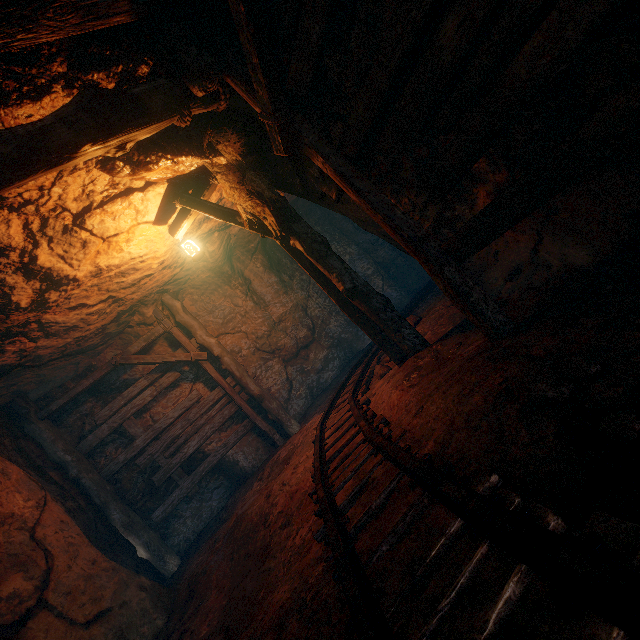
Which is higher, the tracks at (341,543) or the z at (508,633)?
the tracks at (341,543)

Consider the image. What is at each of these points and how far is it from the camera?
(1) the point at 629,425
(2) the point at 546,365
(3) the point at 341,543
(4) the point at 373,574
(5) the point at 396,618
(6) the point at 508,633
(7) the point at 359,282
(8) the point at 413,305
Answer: (1) instancedfoliageactor, 1.34m
(2) instancedfoliageactor, 1.84m
(3) tracks, 2.06m
(4) z, 1.81m
(5) z, 1.46m
(6) z, 1.12m
(7) z, 4.55m
(8) tracks, 7.63m

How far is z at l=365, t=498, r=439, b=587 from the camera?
1.8 meters

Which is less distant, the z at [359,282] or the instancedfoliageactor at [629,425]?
the instancedfoliageactor at [629,425]

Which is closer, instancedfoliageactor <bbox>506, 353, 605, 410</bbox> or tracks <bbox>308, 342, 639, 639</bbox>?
tracks <bbox>308, 342, 639, 639</bbox>

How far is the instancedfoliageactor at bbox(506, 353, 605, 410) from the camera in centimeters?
170cm

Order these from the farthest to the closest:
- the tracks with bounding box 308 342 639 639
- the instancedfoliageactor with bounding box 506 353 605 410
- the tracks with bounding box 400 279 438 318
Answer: A:
the tracks with bounding box 400 279 438 318
the instancedfoliageactor with bounding box 506 353 605 410
the tracks with bounding box 308 342 639 639

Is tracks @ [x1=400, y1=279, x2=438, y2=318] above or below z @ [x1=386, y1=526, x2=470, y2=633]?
above
